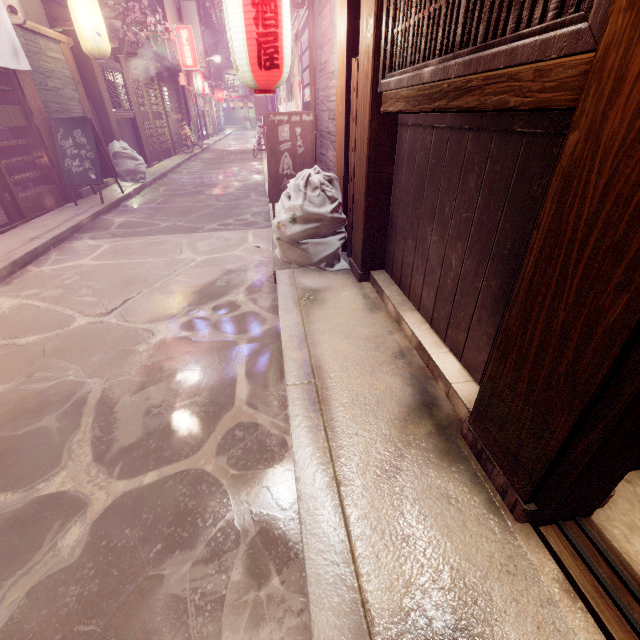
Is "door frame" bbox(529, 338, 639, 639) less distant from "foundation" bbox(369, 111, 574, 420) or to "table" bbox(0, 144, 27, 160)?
"foundation" bbox(369, 111, 574, 420)

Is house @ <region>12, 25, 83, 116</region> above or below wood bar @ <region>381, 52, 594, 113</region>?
above

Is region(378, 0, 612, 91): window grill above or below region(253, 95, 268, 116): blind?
below

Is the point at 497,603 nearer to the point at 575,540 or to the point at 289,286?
the point at 575,540

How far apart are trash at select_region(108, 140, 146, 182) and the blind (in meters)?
36.24

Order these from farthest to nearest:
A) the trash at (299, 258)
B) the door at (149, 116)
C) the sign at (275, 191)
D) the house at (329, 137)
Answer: the door at (149, 116), the sign at (275, 191), the house at (329, 137), the trash at (299, 258)

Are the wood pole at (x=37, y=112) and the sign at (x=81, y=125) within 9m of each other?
yes

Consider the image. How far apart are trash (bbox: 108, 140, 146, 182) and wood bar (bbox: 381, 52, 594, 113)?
15.1m
